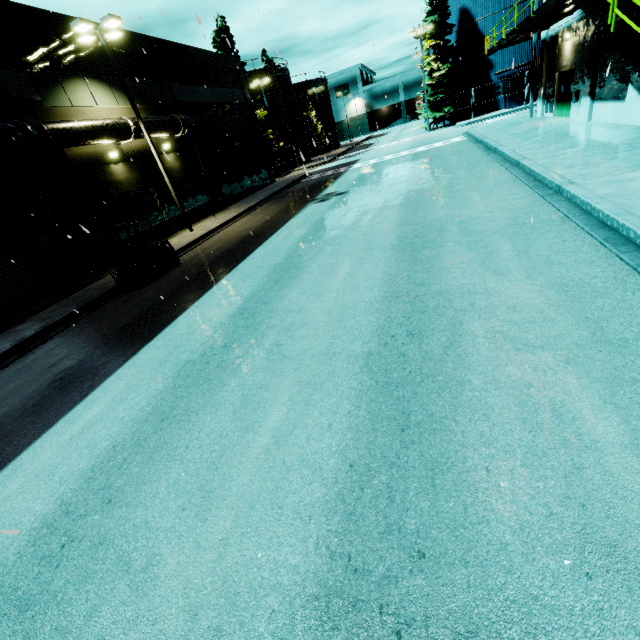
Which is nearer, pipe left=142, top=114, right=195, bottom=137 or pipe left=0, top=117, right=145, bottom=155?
pipe left=0, top=117, right=145, bottom=155

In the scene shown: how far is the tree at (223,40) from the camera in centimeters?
3441cm

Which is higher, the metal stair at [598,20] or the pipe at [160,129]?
the pipe at [160,129]

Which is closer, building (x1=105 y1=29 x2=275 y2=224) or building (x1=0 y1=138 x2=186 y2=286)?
building (x1=0 y1=138 x2=186 y2=286)

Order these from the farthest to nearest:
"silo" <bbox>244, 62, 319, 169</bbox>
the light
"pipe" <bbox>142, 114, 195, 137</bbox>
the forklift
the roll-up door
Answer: "silo" <bbox>244, 62, 319, 169</bbox> < "pipe" <bbox>142, 114, 195, 137</bbox> < the light < the roll-up door < the forklift

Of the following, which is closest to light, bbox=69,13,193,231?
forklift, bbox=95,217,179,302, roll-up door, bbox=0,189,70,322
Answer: forklift, bbox=95,217,179,302

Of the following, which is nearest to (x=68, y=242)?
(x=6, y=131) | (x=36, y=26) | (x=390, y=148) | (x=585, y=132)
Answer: (x=6, y=131)

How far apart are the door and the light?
23.2m
